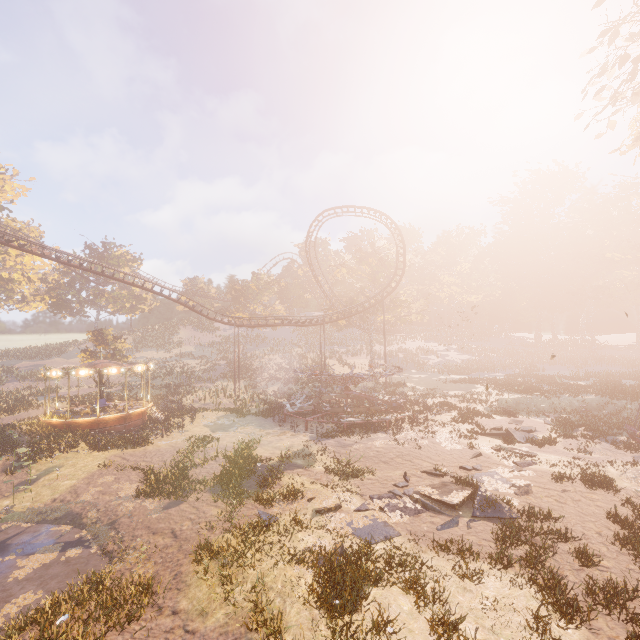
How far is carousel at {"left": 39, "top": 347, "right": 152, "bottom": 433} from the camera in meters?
24.1 m

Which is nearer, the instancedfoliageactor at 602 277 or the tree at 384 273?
the tree at 384 273

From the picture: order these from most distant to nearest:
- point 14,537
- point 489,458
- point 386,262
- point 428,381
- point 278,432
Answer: point 386,262, point 428,381, point 278,432, point 489,458, point 14,537

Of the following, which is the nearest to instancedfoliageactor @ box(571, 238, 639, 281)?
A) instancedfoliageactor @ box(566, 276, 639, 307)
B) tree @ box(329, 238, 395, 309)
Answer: instancedfoliageactor @ box(566, 276, 639, 307)

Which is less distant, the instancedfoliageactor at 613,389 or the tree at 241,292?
the instancedfoliageactor at 613,389

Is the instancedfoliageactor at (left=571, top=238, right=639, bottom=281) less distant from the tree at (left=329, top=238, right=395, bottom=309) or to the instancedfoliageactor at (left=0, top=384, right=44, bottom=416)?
the tree at (left=329, top=238, right=395, bottom=309)

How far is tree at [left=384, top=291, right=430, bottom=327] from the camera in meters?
46.9

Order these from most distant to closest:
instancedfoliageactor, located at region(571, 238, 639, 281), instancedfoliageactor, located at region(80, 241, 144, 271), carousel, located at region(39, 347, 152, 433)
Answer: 1. instancedfoliageactor, located at region(571, 238, 639, 281)
2. instancedfoliageactor, located at region(80, 241, 144, 271)
3. carousel, located at region(39, 347, 152, 433)
